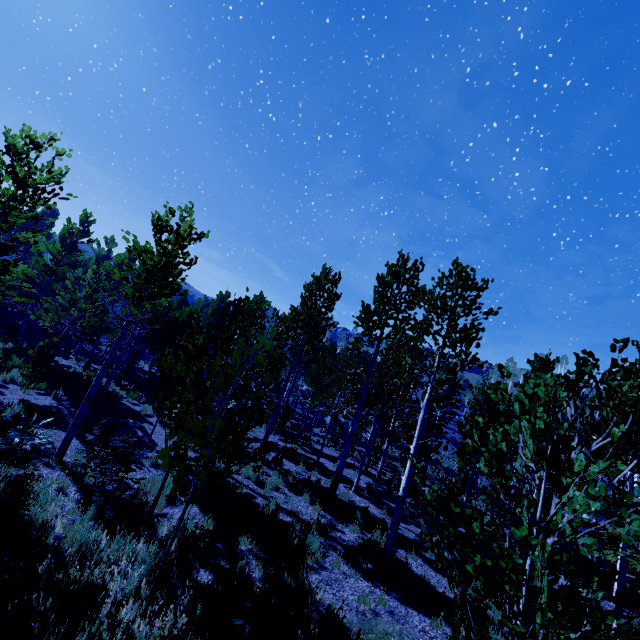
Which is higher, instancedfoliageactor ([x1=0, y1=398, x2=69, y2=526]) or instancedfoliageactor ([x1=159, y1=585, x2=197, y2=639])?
instancedfoliageactor ([x1=159, y1=585, x2=197, y2=639])

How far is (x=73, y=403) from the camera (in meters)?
14.34

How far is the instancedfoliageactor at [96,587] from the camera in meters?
5.2

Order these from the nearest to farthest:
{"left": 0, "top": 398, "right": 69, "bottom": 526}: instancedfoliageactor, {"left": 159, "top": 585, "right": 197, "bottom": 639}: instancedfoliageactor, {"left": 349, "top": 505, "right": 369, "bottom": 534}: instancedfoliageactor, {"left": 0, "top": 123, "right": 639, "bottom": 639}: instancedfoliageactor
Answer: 1. {"left": 0, "top": 123, "right": 639, "bottom": 639}: instancedfoliageactor
2. {"left": 159, "top": 585, "right": 197, "bottom": 639}: instancedfoliageactor
3. {"left": 0, "top": 398, "right": 69, "bottom": 526}: instancedfoliageactor
4. {"left": 349, "top": 505, "right": 369, "bottom": 534}: instancedfoliageactor

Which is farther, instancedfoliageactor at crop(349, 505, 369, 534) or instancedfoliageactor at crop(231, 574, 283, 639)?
instancedfoliageactor at crop(349, 505, 369, 534)

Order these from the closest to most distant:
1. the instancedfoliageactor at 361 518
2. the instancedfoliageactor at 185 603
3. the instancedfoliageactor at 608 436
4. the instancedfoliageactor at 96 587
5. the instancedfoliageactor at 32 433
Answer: the instancedfoliageactor at 608 436 → the instancedfoliageactor at 185 603 → the instancedfoliageactor at 96 587 → the instancedfoliageactor at 32 433 → the instancedfoliageactor at 361 518
